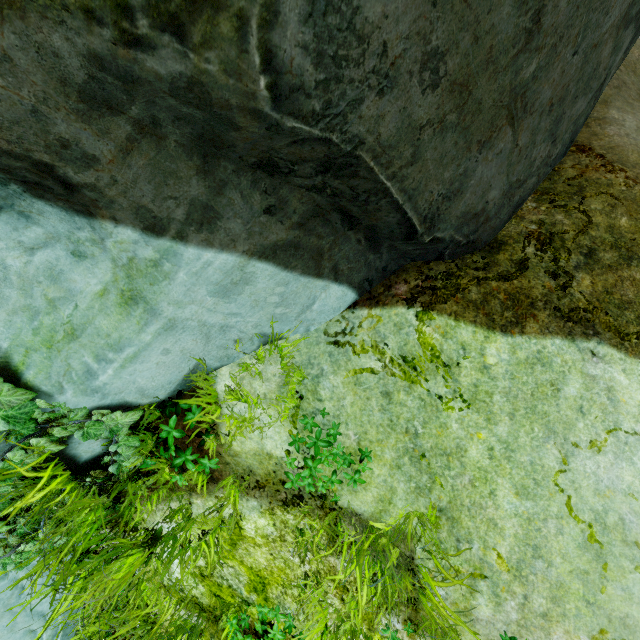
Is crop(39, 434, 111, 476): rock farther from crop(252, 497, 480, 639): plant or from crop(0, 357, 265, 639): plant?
crop(252, 497, 480, 639): plant

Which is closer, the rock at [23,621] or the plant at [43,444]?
the plant at [43,444]

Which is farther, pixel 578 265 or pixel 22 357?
pixel 578 265

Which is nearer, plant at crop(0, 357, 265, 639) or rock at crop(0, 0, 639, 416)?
rock at crop(0, 0, 639, 416)

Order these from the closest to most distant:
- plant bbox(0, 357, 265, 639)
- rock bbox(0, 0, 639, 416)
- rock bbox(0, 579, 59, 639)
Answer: rock bbox(0, 0, 639, 416) → plant bbox(0, 357, 265, 639) → rock bbox(0, 579, 59, 639)

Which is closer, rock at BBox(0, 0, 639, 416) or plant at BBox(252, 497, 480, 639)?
rock at BBox(0, 0, 639, 416)

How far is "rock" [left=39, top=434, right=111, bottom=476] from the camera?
2.00m

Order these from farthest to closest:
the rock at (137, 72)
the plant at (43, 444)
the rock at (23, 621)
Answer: the rock at (23, 621) < the plant at (43, 444) < the rock at (137, 72)
